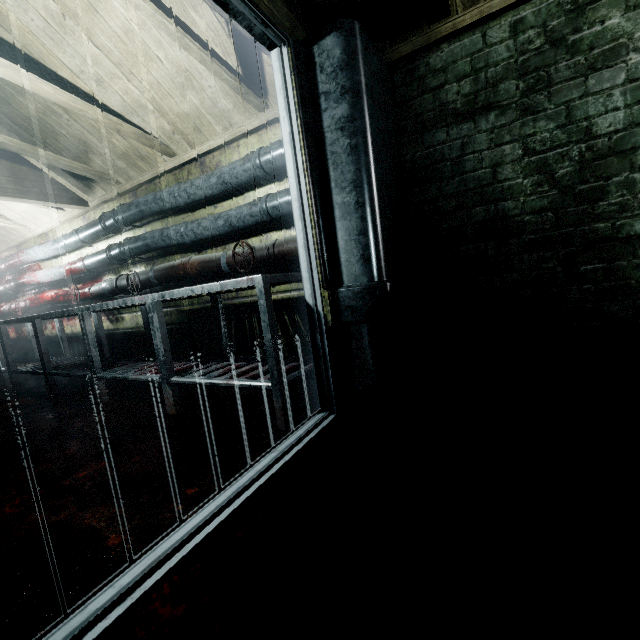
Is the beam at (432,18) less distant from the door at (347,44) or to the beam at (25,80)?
the door at (347,44)

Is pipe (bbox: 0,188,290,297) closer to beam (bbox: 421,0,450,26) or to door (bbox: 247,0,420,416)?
door (bbox: 247,0,420,416)

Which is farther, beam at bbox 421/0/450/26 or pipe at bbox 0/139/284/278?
pipe at bbox 0/139/284/278

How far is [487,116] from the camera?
1.8m

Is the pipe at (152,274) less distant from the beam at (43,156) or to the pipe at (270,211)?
the pipe at (270,211)

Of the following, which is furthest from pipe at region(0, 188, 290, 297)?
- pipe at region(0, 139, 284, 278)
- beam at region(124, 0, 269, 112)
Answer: beam at region(124, 0, 269, 112)

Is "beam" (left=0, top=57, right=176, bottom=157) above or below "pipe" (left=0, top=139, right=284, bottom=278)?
above

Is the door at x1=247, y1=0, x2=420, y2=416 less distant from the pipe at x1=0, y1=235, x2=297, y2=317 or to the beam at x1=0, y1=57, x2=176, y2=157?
Answer: the pipe at x1=0, y1=235, x2=297, y2=317
